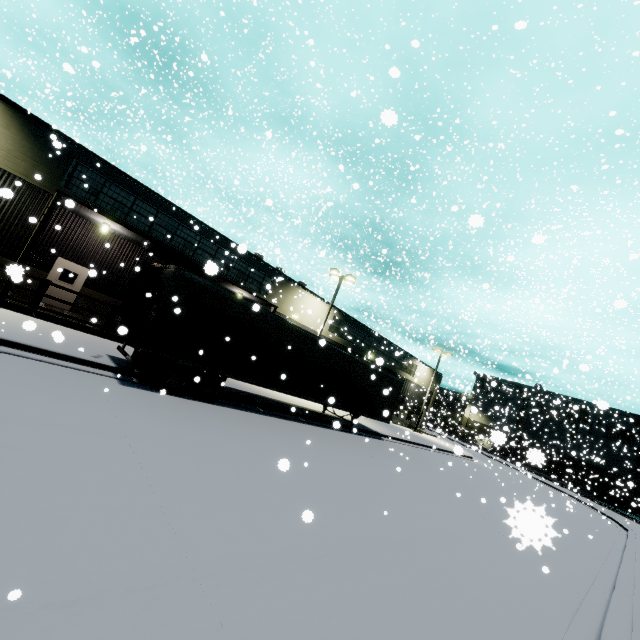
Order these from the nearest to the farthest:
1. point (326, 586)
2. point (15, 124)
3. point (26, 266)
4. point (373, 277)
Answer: point (326, 586) → point (15, 124) → point (26, 266) → point (373, 277)

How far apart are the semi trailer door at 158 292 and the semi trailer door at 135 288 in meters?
0.5

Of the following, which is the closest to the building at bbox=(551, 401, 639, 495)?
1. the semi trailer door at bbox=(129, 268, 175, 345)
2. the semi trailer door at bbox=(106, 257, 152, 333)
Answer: the semi trailer door at bbox=(106, 257, 152, 333)

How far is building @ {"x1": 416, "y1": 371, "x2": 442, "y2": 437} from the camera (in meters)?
37.72

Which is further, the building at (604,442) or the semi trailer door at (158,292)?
the building at (604,442)

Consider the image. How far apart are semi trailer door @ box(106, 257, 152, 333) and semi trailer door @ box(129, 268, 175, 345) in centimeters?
49cm

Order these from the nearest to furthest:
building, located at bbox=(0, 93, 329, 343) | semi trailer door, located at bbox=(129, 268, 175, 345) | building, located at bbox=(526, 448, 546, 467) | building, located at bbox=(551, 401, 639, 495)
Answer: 1. building, located at bbox=(526, 448, 546, 467)
2. semi trailer door, located at bbox=(129, 268, 175, 345)
3. building, located at bbox=(0, 93, 329, 343)
4. building, located at bbox=(551, 401, 639, 495)

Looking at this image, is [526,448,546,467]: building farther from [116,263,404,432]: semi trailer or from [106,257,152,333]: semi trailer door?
[106,257,152,333]: semi trailer door
